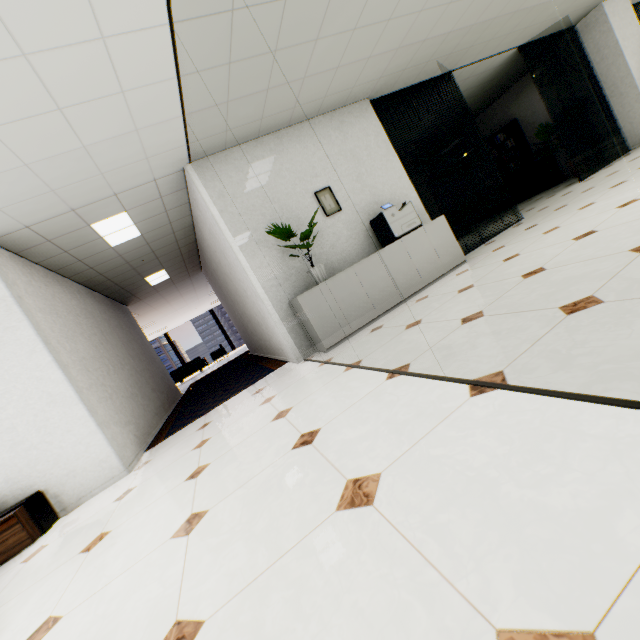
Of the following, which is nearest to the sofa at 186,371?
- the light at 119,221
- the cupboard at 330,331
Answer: the light at 119,221

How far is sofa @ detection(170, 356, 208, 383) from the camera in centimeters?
1510cm

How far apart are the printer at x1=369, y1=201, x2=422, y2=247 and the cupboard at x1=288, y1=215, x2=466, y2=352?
0.04m

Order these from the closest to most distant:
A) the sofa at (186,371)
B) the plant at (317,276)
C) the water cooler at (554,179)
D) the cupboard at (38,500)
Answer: the cupboard at (38,500)
the plant at (317,276)
the water cooler at (554,179)
the sofa at (186,371)

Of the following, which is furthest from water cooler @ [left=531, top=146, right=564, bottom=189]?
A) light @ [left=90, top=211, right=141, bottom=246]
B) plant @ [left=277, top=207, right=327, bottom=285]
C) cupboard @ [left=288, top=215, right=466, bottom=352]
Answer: light @ [left=90, top=211, right=141, bottom=246]

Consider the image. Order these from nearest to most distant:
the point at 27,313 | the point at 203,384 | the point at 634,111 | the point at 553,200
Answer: the point at 27,313
the point at 553,200
the point at 634,111
the point at 203,384

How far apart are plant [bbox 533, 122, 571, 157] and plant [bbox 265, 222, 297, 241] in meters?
7.5

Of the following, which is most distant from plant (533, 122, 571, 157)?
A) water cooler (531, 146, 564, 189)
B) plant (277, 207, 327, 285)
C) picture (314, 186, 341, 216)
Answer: plant (277, 207, 327, 285)
